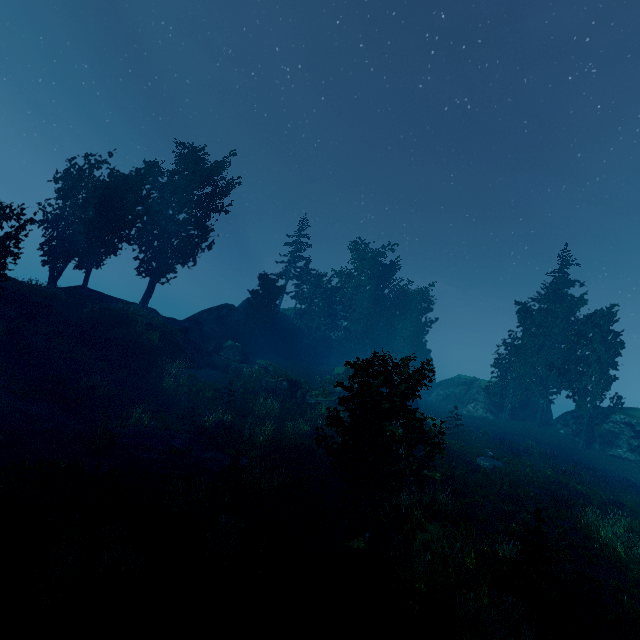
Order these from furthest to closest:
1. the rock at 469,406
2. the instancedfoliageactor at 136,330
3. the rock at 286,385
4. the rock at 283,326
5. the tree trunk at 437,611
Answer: the rock at 283,326
the rock at 469,406
the rock at 286,385
the instancedfoliageactor at 136,330
the tree trunk at 437,611

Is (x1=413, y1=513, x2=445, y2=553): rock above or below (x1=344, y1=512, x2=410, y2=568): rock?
above

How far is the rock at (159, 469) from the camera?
13.6m

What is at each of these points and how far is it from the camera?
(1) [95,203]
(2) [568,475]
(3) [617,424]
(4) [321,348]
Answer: (1) instancedfoliageactor, 29.73m
(2) instancedfoliageactor, 20.98m
(3) rock, 29.22m
(4) rock, 46.62m

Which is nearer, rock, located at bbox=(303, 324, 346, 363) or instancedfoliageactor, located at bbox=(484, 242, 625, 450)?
instancedfoliageactor, located at bbox=(484, 242, 625, 450)

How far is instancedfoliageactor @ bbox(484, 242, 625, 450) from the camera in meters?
30.8 m

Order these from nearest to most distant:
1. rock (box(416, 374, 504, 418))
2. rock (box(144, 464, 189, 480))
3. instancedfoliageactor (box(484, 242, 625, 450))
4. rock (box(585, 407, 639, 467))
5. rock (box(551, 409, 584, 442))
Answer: rock (box(144, 464, 189, 480)) < rock (box(585, 407, 639, 467)) < instancedfoliageactor (box(484, 242, 625, 450)) < rock (box(551, 409, 584, 442)) < rock (box(416, 374, 504, 418))

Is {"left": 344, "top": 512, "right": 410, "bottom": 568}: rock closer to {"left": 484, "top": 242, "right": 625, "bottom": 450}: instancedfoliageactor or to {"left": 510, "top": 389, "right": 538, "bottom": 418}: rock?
{"left": 484, "top": 242, "right": 625, "bottom": 450}: instancedfoliageactor
